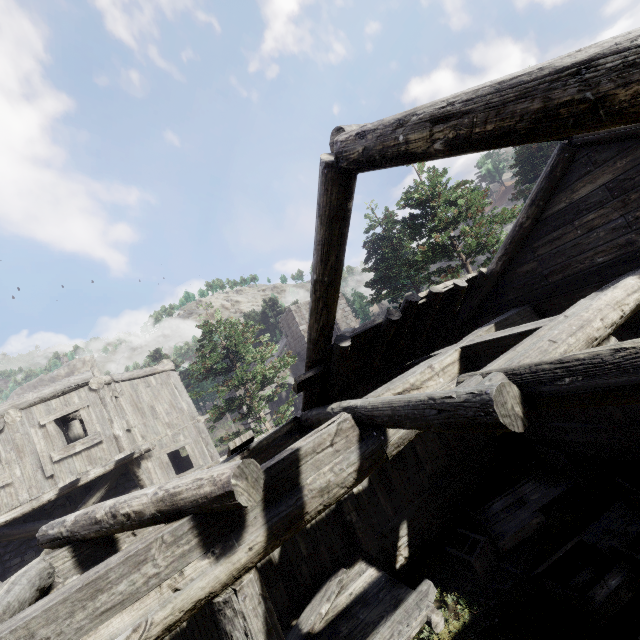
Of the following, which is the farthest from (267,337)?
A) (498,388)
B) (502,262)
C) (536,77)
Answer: (536,77)

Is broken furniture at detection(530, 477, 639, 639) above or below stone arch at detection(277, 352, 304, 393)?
below

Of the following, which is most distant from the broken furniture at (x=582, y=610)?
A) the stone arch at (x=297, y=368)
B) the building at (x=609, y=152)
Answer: the stone arch at (x=297, y=368)

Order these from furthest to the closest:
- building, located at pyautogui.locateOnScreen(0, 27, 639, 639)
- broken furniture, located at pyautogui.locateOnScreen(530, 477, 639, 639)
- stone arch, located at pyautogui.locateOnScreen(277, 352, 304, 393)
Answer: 1. stone arch, located at pyautogui.locateOnScreen(277, 352, 304, 393)
2. broken furniture, located at pyautogui.locateOnScreen(530, 477, 639, 639)
3. building, located at pyautogui.locateOnScreen(0, 27, 639, 639)

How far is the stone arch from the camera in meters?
30.6

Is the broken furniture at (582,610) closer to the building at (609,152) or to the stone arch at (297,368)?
the building at (609,152)

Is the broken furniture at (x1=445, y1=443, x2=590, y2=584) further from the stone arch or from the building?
the stone arch
